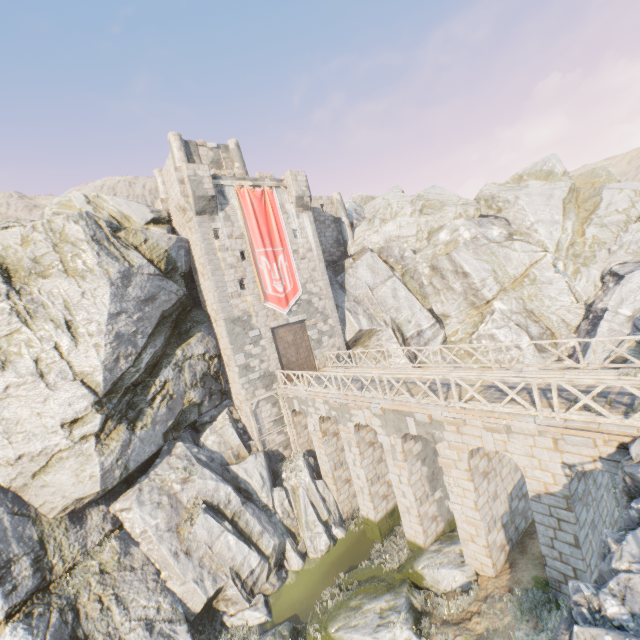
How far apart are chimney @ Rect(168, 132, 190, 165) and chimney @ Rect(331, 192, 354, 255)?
11.89m

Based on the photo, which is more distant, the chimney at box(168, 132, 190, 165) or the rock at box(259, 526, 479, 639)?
the chimney at box(168, 132, 190, 165)

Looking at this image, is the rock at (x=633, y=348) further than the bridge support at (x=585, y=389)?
Yes

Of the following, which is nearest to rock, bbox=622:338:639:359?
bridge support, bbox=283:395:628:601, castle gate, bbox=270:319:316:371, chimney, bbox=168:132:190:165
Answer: bridge support, bbox=283:395:628:601

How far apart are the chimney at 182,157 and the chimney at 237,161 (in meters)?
3.19

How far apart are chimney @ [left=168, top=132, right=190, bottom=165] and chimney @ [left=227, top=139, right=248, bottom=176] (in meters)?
3.19

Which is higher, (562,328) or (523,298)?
(523,298)

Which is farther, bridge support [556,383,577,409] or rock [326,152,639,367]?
rock [326,152,639,367]
